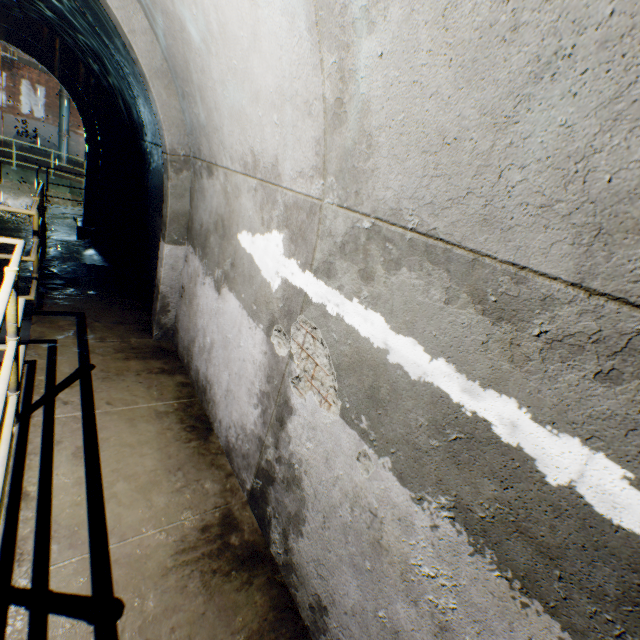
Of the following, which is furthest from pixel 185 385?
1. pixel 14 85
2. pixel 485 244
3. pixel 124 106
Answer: pixel 14 85

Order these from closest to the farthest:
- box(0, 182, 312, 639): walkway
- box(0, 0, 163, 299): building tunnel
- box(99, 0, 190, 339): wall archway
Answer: box(0, 182, 312, 639): walkway < box(99, 0, 190, 339): wall archway < box(0, 0, 163, 299): building tunnel

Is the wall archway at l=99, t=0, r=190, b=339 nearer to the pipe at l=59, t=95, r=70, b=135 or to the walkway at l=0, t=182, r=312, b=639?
the walkway at l=0, t=182, r=312, b=639

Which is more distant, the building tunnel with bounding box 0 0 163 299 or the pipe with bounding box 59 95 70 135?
the pipe with bounding box 59 95 70 135

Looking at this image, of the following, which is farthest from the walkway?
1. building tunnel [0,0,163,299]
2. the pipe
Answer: the pipe

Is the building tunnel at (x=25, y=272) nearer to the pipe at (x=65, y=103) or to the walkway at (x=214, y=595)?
the walkway at (x=214, y=595)

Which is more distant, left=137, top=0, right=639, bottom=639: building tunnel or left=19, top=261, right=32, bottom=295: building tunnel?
left=19, top=261, right=32, bottom=295: building tunnel
